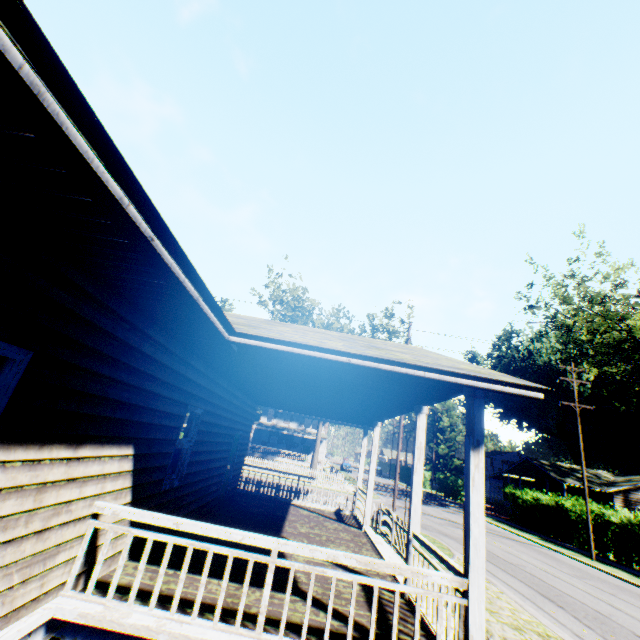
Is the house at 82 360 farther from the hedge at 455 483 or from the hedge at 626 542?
the hedge at 455 483

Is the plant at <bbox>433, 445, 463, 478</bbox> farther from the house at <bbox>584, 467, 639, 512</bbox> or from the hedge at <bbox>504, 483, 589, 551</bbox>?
the hedge at <bbox>504, 483, 589, 551</bbox>

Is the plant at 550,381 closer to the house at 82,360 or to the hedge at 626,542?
the hedge at 626,542

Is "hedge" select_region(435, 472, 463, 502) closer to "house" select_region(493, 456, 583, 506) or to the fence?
"house" select_region(493, 456, 583, 506)

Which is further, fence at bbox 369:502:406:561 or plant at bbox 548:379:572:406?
plant at bbox 548:379:572:406

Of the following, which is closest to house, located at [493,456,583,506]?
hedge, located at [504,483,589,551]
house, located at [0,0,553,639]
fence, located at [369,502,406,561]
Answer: hedge, located at [504,483,589,551]

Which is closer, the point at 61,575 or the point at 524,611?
the point at 61,575

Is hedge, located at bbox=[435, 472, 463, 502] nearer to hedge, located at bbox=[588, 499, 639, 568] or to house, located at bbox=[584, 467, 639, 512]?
house, located at bbox=[584, 467, 639, 512]
